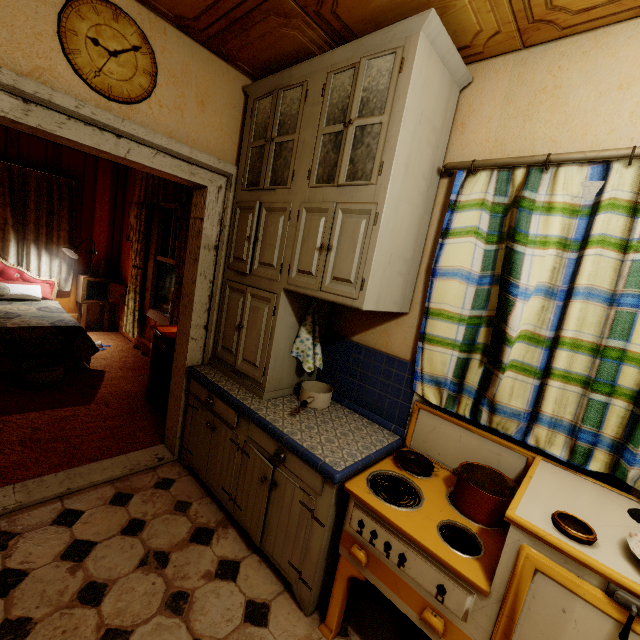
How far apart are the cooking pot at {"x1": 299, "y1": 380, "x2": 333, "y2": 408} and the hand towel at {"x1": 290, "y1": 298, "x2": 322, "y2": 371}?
0.14m

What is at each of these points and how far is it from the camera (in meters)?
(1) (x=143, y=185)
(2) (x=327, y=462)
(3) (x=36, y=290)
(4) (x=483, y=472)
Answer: (1) curtain, 4.27
(2) counter, 1.53
(3) pillow, 4.57
(4) pot, 1.57

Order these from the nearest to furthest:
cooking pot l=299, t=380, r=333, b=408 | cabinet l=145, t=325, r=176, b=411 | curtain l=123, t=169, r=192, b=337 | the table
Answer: cooking pot l=299, t=380, r=333, b=408 < cabinet l=145, t=325, r=176, b=411 < curtain l=123, t=169, r=192, b=337 < the table

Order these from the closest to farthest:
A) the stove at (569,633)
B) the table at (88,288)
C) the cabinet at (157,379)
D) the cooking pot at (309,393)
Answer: the stove at (569,633)
the cooking pot at (309,393)
the cabinet at (157,379)
the table at (88,288)

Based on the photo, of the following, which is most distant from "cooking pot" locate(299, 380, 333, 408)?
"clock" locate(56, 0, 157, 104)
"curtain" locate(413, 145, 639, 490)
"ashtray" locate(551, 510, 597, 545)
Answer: "clock" locate(56, 0, 157, 104)

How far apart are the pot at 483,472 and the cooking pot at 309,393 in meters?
0.8 m

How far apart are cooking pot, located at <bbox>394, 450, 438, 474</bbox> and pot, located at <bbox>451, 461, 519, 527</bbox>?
0.1m

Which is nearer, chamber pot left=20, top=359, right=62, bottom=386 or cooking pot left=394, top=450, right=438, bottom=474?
cooking pot left=394, top=450, right=438, bottom=474
